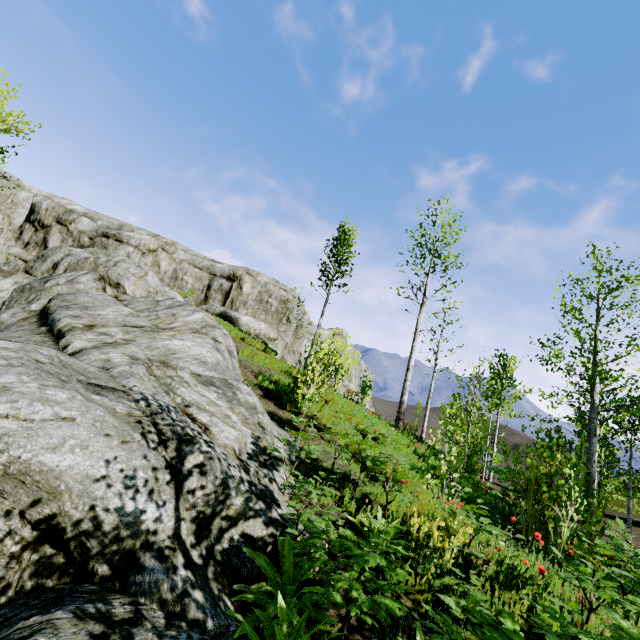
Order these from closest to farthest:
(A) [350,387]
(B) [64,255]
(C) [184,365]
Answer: (C) [184,365], (B) [64,255], (A) [350,387]

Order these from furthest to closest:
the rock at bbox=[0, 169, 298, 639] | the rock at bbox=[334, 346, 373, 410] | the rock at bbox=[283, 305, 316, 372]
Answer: the rock at bbox=[283, 305, 316, 372] < the rock at bbox=[334, 346, 373, 410] < the rock at bbox=[0, 169, 298, 639]

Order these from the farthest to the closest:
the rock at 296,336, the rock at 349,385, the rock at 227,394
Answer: the rock at 296,336
the rock at 349,385
the rock at 227,394

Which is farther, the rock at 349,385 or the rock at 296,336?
the rock at 296,336

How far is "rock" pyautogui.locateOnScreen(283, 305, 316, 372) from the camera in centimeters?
2664cm

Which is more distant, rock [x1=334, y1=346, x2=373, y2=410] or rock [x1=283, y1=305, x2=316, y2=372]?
rock [x1=283, y1=305, x2=316, y2=372]
